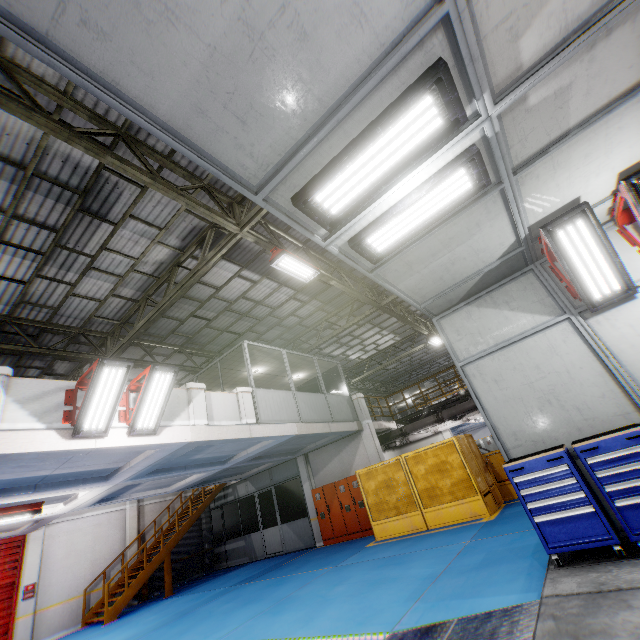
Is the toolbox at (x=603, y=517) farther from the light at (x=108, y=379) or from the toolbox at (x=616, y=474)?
the light at (x=108, y=379)

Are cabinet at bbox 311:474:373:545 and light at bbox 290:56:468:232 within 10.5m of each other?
no

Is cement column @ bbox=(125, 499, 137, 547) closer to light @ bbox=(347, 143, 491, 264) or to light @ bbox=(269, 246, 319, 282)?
light @ bbox=(269, 246, 319, 282)

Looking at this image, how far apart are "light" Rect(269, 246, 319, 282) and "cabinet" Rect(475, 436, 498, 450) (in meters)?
19.02

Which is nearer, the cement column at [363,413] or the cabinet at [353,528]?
the cabinet at [353,528]

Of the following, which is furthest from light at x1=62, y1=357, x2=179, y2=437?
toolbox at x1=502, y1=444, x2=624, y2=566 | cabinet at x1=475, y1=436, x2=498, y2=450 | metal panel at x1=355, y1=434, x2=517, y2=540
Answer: cabinet at x1=475, y1=436, x2=498, y2=450

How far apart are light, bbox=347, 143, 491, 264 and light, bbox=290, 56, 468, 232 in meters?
0.4 m

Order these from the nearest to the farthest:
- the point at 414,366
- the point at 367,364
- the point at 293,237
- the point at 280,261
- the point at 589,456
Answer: the point at 589,456 → the point at 280,261 → the point at 293,237 → the point at 367,364 → the point at 414,366
